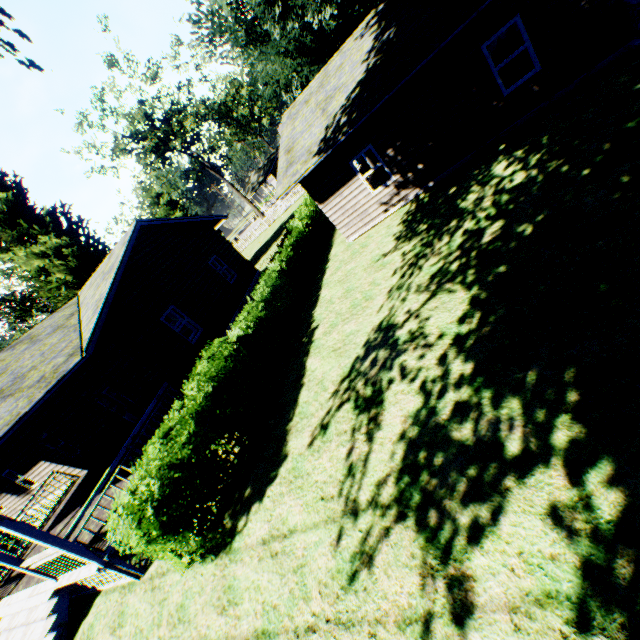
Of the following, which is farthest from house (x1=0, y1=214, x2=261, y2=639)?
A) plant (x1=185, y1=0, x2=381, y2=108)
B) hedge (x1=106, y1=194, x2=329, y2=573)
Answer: hedge (x1=106, y1=194, x2=329, y2=573)

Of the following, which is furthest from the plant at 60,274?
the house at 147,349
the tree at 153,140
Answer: the tree at 153,140

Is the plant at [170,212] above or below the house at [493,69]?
above

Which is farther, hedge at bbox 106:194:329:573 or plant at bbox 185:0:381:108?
plant at bbox 185:0:381:108

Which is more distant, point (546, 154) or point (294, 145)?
point (294, 145)

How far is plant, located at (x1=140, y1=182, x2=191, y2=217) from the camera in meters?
48.2 m

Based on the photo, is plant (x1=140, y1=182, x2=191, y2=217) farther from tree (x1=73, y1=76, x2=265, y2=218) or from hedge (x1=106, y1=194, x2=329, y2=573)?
tree (x1=73, y1=76, x2=265, y2=218)

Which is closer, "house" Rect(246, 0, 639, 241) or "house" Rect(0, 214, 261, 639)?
"house" Rect(0, 214, 261, 639)
